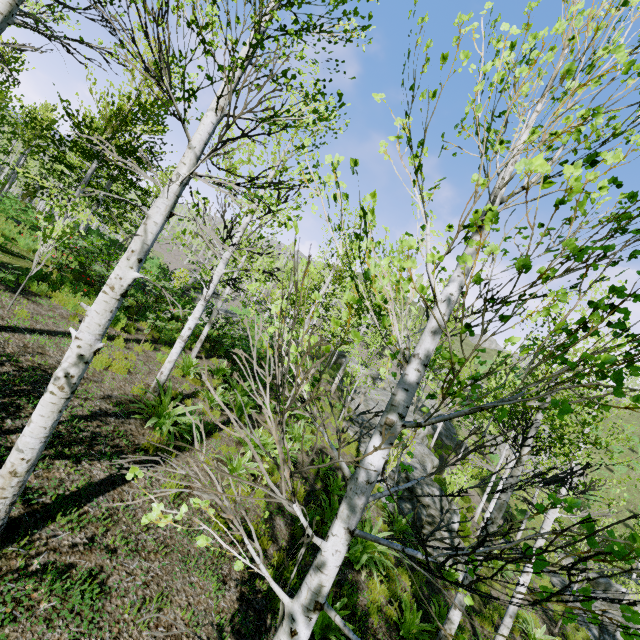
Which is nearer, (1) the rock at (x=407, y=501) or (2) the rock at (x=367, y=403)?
(1) the rock at (x=407, y=501)

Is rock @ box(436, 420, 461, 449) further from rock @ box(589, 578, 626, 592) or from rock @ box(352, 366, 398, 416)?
rock @ box(589, 578, 626, 592)

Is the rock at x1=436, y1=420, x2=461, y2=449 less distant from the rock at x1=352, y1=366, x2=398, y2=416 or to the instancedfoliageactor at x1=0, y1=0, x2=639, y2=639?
the instancedfoliageactor at x1=0, y1=0, x2=639, y2=639

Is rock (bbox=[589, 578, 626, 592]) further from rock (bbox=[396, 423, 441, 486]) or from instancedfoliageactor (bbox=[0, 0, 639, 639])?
rock (bbox=[396, 423, 441, 486])

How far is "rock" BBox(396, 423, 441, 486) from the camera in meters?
14.6

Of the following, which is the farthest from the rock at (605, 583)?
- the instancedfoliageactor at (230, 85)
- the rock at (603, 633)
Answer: the rock at (603, 633)

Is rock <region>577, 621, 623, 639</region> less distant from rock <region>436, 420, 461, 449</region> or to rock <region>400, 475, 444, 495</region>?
rock <region>400, 475, 444, 495</region>

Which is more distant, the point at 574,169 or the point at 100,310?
the point at 100,310
